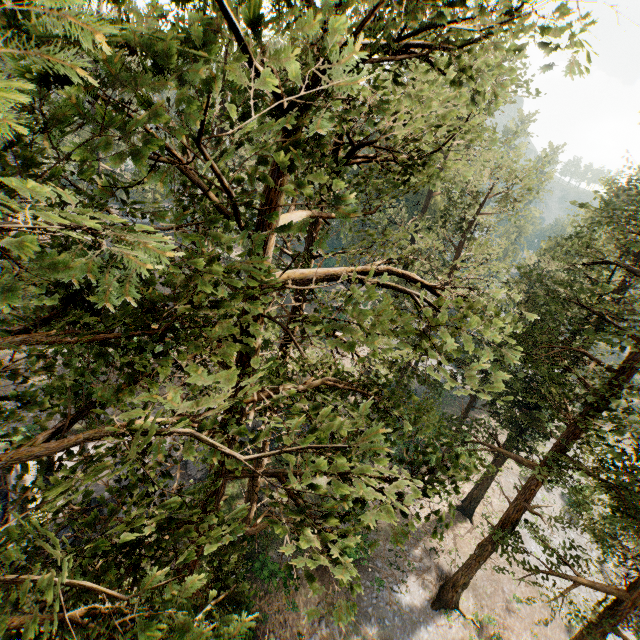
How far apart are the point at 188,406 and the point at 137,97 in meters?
3.1 m
